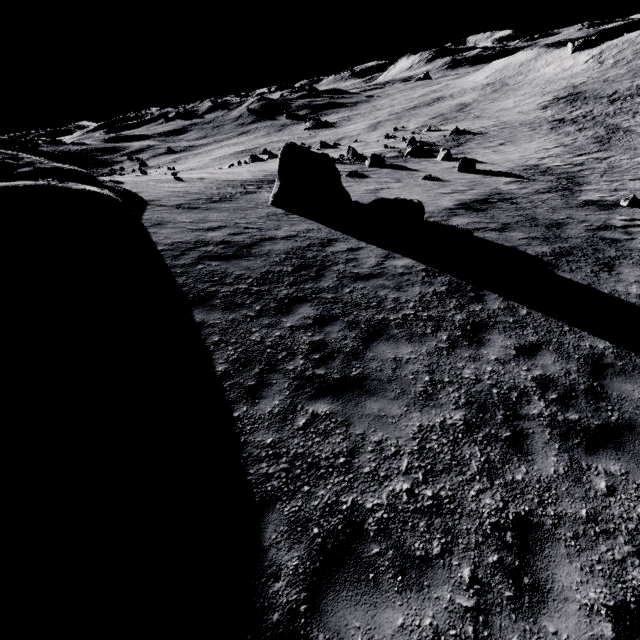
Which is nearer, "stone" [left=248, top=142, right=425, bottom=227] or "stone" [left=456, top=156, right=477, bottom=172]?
"stone" [left=248, top=142, right=425, bottom=227]

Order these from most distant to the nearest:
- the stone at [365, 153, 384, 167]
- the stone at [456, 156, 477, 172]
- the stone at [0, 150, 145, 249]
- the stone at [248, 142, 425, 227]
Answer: the stone at [365, 153, 384, 167] → the stone at [456, 156, 477, 172] → the stone at [248, 142, 425, 227] → the stone at [0, 150, 145, 249]

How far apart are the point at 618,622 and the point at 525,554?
0.8m

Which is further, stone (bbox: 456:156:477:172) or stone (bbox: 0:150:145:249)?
stone (bbox: 456:156:477:172)

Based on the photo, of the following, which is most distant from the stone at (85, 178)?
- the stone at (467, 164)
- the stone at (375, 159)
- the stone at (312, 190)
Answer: the stone at (467, 164)

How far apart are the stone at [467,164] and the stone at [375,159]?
6.8m

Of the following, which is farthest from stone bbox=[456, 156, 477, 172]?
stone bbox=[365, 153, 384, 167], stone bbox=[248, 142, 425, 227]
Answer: stone bbox=[248, 142, 425, 227]

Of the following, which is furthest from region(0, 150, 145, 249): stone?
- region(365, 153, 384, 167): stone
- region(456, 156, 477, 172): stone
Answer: region(456, 156, 477, 172): stone
